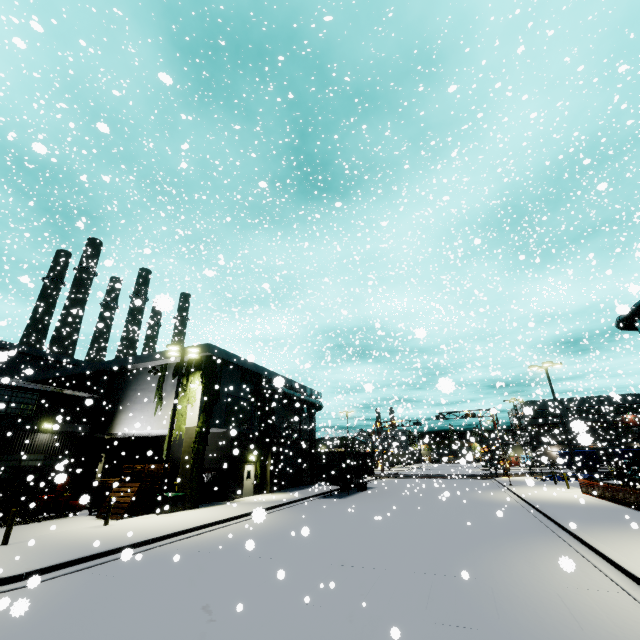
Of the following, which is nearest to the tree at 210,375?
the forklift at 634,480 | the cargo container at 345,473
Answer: the cargo container at 345,473

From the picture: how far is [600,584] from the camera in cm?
803

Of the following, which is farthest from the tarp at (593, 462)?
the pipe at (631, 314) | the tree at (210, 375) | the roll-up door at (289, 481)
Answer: the roll-up door at (289, 481)

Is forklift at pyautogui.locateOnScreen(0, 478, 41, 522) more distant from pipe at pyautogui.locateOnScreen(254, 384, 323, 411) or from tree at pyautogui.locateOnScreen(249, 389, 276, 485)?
pipe at pyautogui.locateOnScreen(254, 384, 323, 411)

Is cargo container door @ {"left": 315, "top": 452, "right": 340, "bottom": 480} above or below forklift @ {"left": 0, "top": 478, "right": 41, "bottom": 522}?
above

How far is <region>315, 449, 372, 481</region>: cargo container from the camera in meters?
26.9 m

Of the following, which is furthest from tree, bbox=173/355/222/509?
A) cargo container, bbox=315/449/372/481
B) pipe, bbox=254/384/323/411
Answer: cargo container, bbox=315/449/372/481

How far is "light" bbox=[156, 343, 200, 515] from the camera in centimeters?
1845cm
